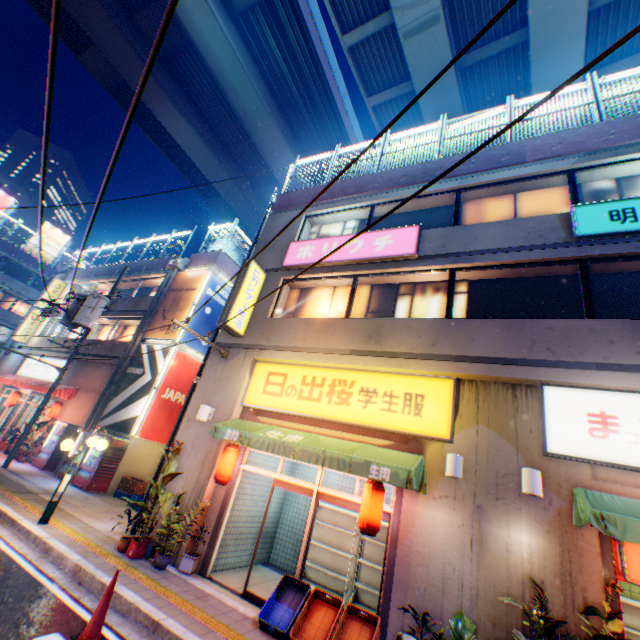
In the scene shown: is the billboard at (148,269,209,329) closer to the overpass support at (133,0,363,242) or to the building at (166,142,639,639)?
the building at (166,142,639,639)

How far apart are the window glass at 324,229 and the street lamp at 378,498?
7.2 meters

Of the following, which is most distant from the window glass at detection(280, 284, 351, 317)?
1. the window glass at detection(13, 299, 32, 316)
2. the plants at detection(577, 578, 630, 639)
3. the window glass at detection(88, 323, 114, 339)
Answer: the window glass at detection(13, 299, 32, 316)

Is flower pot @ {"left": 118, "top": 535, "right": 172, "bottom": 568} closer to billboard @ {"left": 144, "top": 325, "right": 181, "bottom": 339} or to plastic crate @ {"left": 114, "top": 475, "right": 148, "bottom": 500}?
plastic crate @ {"left": 114, "top": 475, "right": 148, "bottom": 500}

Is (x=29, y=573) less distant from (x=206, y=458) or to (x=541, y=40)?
(x=206, y=458)

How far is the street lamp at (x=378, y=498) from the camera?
6.2m

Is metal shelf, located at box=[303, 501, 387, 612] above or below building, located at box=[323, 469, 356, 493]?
below

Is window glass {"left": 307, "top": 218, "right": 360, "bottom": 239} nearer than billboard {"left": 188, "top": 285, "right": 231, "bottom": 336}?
Yes
